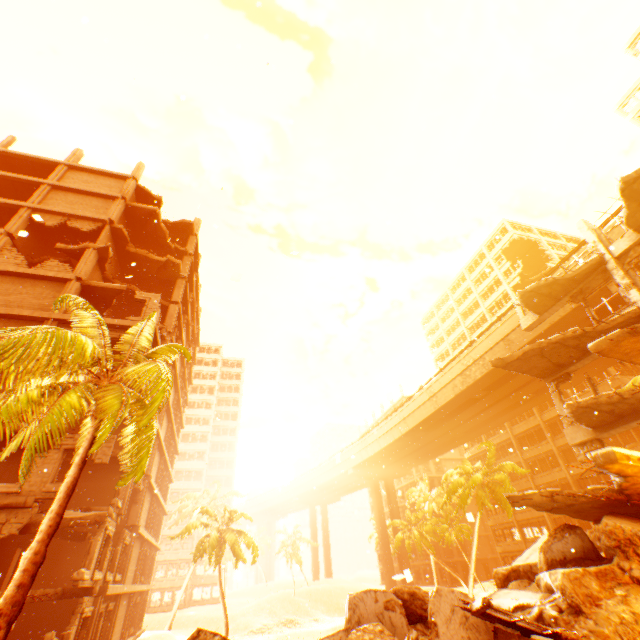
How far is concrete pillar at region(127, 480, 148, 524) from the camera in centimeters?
2142cm

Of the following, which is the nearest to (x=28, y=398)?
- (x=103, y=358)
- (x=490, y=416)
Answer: (x=103, y=358)

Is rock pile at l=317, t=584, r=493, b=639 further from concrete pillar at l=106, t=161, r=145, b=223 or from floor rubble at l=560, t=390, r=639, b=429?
concrete pillar at l=106, t=161, r=145, b=223

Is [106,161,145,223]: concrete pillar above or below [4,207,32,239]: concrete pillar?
above

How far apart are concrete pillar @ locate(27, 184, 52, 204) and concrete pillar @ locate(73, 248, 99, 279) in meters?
5.7

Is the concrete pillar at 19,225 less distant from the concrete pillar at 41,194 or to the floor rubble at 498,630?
the concrete pillar at 41,194

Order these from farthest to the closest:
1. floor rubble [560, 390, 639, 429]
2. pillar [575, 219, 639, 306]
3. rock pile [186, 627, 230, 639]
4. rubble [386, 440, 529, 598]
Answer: rubble [386, 440, 529, 598] → pillar [575, 219, 639, 306] → floor rubble [560, 390, 639, 429] → rock pile [186, 627, 230, 639]

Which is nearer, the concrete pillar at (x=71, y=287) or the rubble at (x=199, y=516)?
the concrete pillar at (x=71, y=287)
